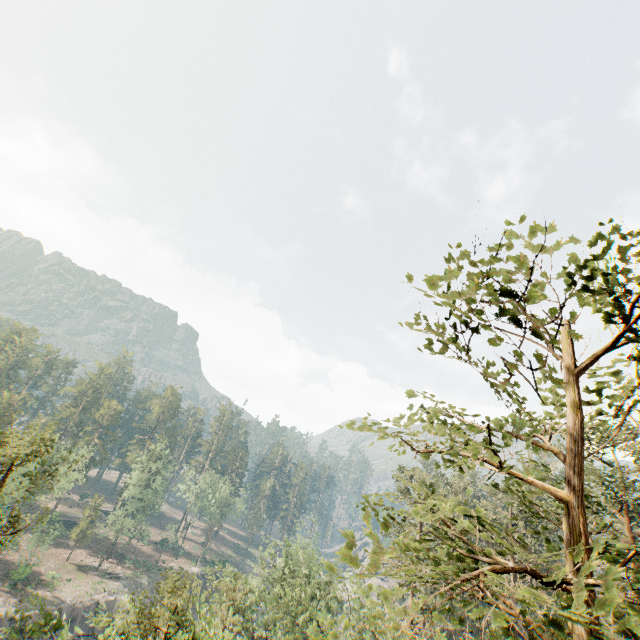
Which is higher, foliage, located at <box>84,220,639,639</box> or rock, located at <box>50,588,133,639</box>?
foliage, located at <box>84,220,639,639</box>

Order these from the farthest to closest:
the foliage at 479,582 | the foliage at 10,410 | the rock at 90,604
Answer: the rock at 90,604 → the foliage at 10,410 → the foliage at 479,582

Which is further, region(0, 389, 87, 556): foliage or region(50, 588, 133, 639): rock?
region(50, 588, 133, 639): rock

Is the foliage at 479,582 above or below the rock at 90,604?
above

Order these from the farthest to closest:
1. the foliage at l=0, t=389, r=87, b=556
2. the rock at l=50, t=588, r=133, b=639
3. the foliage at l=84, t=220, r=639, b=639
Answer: the rock at l=50, t=588, r=133, b=639, the foliage at l=0, t=389, r=87, b=556, the foliage at l=84, t=220, r=639, b=639

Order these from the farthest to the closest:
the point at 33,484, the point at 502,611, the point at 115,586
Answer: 1. the point at 115,586
2. the point at 502,611
3. the point at 33,484
